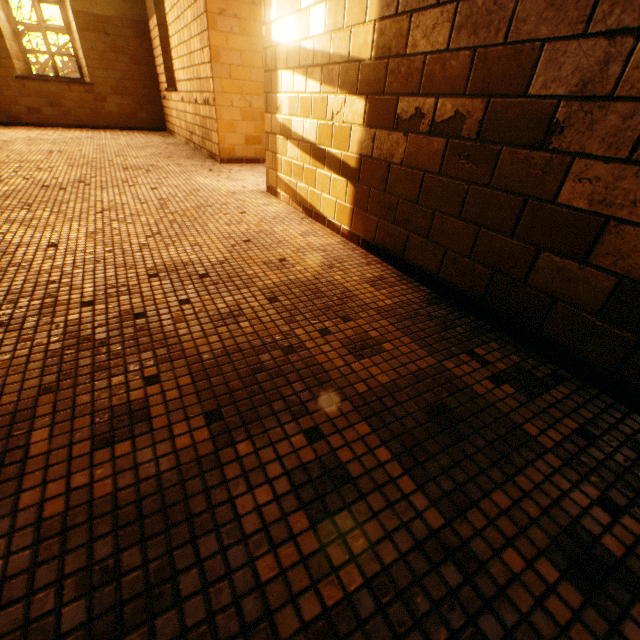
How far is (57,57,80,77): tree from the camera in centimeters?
1080cm

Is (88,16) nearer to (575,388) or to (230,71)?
(230,71)

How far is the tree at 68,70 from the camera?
10.80m
